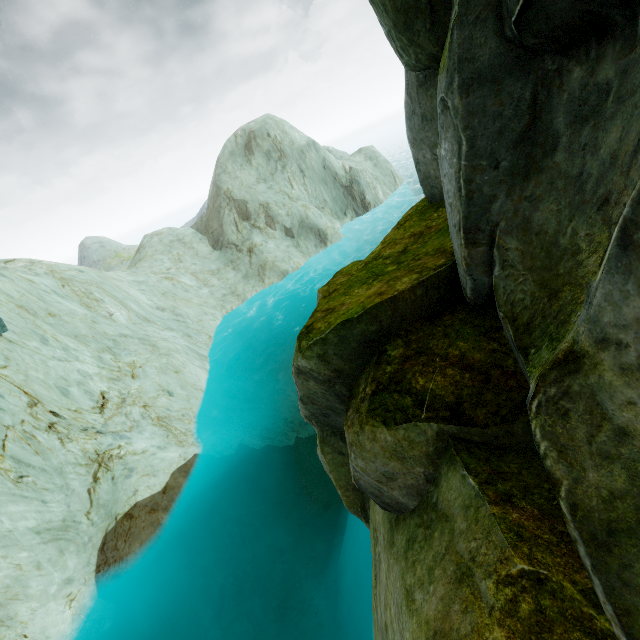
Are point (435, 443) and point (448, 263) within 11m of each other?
yes
